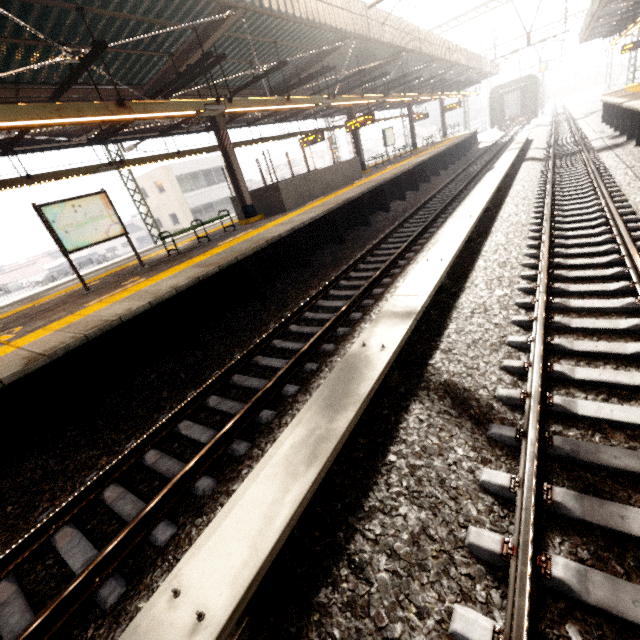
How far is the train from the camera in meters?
30.8 m

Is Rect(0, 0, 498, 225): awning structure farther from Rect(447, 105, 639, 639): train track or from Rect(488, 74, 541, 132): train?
Rect(447, 105, 639, 639): train track

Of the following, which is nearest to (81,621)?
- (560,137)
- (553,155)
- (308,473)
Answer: (308,473)

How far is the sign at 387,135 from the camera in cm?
2073

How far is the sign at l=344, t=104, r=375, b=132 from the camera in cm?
1490

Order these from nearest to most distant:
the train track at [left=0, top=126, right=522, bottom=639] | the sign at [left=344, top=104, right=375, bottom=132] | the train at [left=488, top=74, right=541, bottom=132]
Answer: the train track at [left=0, top=126, right=522, bottom=639] < the sign at [left=344, top=104, right=375, bottom=132] < the train at [left=488, top=74, right=541, bottom=132]

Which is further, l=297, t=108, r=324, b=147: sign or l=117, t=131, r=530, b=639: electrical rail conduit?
l=297, t=108, r=324, b=147: sign

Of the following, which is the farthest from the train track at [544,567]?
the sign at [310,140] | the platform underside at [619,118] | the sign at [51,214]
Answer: the sign at [310,140]
